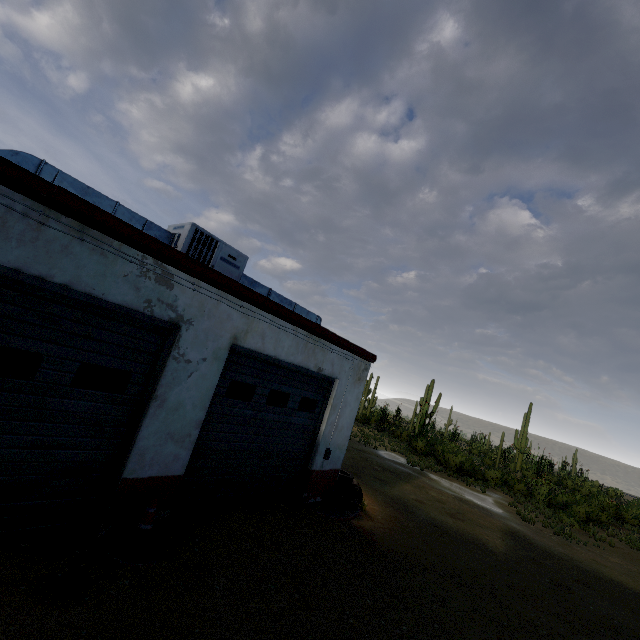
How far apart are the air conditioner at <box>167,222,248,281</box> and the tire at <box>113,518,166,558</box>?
4.1m

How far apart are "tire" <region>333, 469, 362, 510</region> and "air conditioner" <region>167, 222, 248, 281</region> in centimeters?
601cm

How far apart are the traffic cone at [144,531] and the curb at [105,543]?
0.18m

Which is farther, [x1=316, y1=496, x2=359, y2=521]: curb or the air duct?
[x1=316, y1=496, x2=359, y2=521]: curb

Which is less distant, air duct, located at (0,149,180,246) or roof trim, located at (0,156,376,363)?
roof trim, located at (0,156,376,363)

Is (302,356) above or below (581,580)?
above

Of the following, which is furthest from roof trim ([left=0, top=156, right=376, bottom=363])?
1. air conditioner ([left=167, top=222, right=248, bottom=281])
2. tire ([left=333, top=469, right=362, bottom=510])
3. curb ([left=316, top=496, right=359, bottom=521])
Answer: curb ([left=316, top=496, right=359, bottom=521])

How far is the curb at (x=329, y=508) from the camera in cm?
788
